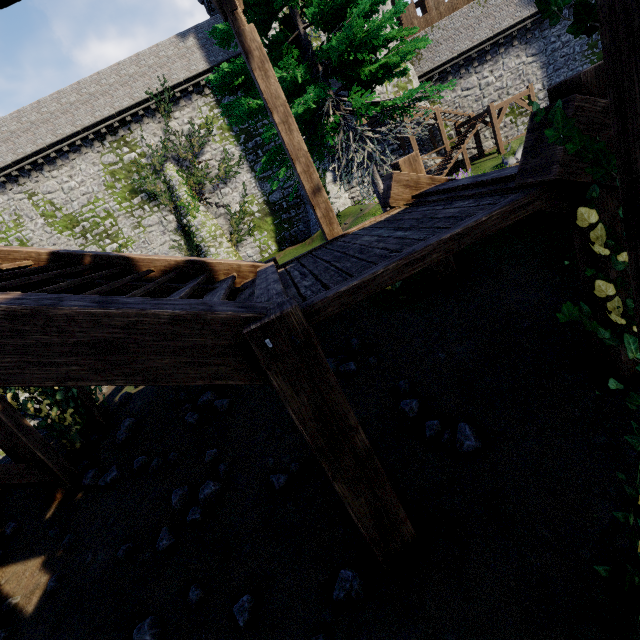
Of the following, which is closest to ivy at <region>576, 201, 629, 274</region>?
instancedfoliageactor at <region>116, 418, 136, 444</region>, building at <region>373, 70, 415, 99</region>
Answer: instancedfoliageactor at <region>116, 418, 136, 444</region>

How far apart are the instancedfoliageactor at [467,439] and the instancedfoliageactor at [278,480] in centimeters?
193cm

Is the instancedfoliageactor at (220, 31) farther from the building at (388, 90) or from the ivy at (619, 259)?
the building at (388, 90)

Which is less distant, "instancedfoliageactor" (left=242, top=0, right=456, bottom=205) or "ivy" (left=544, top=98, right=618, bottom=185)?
"ivy" (left=544, top=98, right=618, bottom=185)

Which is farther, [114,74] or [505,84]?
[505,84]

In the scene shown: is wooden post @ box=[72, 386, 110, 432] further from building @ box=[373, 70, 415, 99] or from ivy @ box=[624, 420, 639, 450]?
building @ box=[373, 70, 415, 99]

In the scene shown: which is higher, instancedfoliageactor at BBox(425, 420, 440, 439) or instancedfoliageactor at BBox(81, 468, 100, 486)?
instancedfoliageactor at BBox(81, 468, 100, 486)

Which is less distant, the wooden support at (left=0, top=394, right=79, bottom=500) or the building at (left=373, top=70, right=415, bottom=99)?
the wooden support at (left=0, top=394, right=79, bottom=500)
